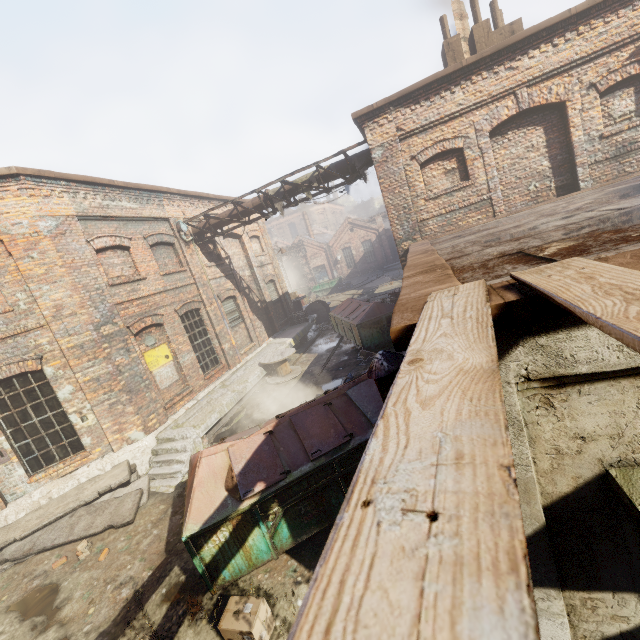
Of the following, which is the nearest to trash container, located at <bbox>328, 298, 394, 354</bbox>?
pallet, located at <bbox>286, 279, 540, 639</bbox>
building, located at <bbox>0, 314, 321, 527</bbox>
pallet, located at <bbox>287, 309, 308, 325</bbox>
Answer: building, located at <bbox>0, 314, 321, 527</bbox>

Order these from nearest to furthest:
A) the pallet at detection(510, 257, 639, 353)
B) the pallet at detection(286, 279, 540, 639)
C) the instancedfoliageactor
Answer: the pallet at detection(286, 279, 540, 639) < the pallet at detection(510, 257, 639, 353) < the instancedfoliageactor

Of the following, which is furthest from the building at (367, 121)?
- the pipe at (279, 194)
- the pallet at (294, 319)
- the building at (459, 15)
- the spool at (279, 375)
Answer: the pallet at (294, 319)

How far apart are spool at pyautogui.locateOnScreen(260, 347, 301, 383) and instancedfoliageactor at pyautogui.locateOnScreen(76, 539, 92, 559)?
7.2 meters

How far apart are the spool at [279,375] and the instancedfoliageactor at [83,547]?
7.16m

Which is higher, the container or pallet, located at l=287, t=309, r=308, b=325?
pallet, located at l=287, t=309, r=308, b=325

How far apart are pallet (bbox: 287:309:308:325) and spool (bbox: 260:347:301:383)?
5.1 meters

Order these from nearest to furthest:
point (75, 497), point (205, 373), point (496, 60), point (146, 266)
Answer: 1. point (75, 497)
2. point (496, 60)
3. point (146, 266)
4. point (205, 373)
